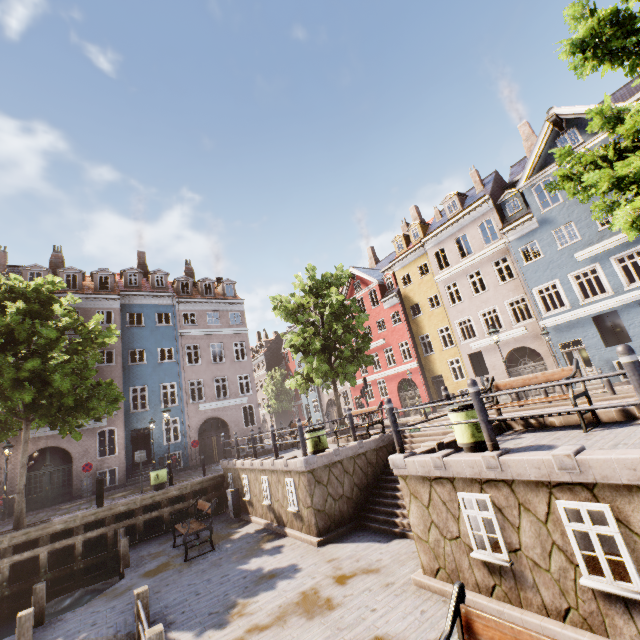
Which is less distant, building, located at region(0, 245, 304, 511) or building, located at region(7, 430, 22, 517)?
building, located at region(7, 430, 22, 517)

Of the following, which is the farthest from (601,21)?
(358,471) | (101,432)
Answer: (101,432)

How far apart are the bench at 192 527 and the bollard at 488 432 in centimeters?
922cm

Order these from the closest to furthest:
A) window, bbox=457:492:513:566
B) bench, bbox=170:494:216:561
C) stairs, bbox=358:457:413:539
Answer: window, bbox=457:492:513:566, stairs, bbox=358:457:413:539, bench, bbox=170:494:216:561

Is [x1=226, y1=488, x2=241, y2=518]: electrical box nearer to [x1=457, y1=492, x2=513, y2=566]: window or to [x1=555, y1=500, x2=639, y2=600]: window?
[x1=457, y1=492, x2=513, y2=566]: window

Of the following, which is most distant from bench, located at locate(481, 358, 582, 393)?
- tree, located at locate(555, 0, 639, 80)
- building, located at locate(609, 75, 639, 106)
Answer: building, located at locate(609, 75, 639, 106)

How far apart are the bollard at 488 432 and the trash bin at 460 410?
1.0m

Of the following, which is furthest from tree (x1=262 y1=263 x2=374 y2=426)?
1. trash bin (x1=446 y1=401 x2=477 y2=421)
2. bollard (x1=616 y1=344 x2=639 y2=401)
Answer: trash bin (x1=446 y1=401 x2=477 y2=421)
